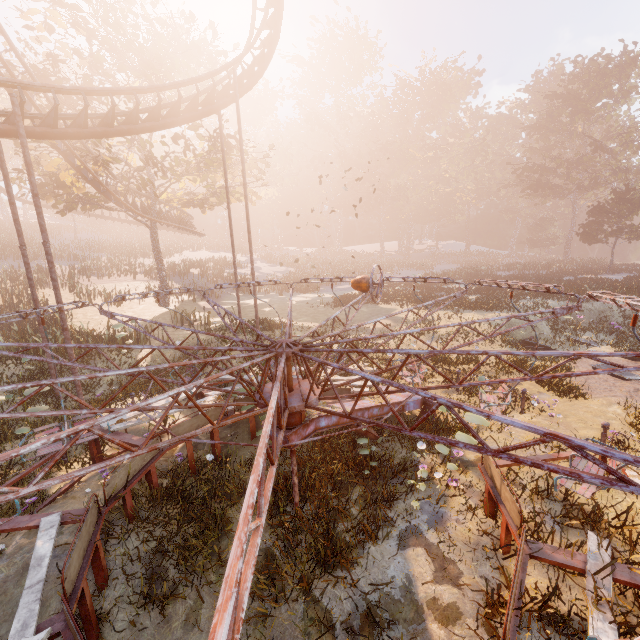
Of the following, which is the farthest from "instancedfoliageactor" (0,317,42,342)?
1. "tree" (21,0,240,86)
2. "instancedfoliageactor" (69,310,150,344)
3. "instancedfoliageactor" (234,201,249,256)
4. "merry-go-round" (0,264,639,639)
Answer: "instancedfoliageactor" (234,201,249,256)

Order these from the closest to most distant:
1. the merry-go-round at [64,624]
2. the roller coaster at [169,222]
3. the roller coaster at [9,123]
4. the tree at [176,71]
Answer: the merry-go-round at [64,624], the roller coaster at [9,123], the roller coaster at [169,222], the tree at [176,71]

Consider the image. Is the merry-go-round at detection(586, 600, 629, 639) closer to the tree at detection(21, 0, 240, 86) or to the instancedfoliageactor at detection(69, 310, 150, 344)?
the instancedfoliageactor at detection(69, 310, 150, 344)

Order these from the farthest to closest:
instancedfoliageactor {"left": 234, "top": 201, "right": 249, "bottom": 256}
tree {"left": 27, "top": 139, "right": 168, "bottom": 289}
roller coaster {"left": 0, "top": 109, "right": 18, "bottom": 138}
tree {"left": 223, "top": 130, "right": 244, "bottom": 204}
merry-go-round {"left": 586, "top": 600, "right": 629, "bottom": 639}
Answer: instancedfoliageactor {"left": 234, "top": 201, "right": 249, "bottom": 256}, tree {"left": 223, "top": 130, "right": 244, "bottom": 204}, tree {"left": 27, "top": 139, "right": 168, "bottom": 289}, roller coaster {"left": 0, "top": 109, "right": 18, "bottom": 138}, merry-go-round {"left": 586, "top": 600, "right": 629, "bottom": 639}

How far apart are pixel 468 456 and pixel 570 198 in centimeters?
5553cm

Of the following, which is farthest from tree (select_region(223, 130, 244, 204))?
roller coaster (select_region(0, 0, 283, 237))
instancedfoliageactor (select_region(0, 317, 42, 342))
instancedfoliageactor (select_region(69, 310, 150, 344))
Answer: instancedfoliageactor (select_region(69, 310, 150, 344))

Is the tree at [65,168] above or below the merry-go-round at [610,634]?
above

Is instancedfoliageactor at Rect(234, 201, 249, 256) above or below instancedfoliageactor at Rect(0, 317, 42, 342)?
above
